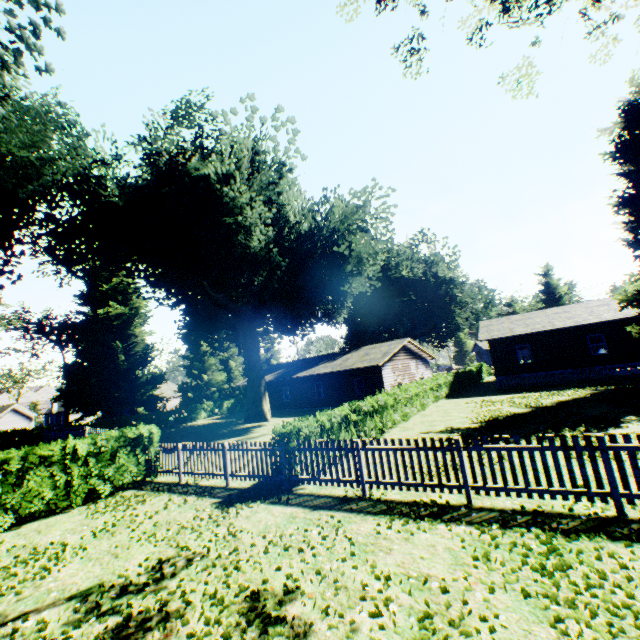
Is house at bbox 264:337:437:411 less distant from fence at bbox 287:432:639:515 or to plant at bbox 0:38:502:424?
plant at bbox 0:38:502:424

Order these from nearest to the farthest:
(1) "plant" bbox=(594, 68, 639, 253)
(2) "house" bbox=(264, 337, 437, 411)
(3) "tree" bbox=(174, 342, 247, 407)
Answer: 1. (1) "plant" bbox=(594, 68, 639, 253)
2. (2) "house" bbox=(264, 337, 437, 411)
3. (3) "tree" bbox=(174, 342, 247, 407)

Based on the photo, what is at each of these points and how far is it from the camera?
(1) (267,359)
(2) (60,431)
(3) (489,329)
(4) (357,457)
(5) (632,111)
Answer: (1) tree, 56.6 meters
(2) fence, 17.6 meters
(3) house, 30.7 meters
(4) fence, 8.4 meters
(5) plant, 21.7 meters

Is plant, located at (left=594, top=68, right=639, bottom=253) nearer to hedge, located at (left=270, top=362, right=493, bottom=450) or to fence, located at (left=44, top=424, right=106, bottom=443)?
fence, located at (left=44, top=424, right=106, bottom=443)

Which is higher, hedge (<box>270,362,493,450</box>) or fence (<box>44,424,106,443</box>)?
fence (<box>44,424,106,443</box>)

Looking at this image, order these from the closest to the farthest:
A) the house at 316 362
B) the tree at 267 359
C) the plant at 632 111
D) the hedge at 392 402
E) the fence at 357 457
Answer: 1. the fence at 357 457
2. the hedge at 392 402
3. the plant at 632 111
4. the house at 316 362
5. the tree at 267 359

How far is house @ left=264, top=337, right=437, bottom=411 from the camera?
28.7 meters

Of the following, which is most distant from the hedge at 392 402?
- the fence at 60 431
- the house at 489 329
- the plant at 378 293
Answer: the house at 489 329
